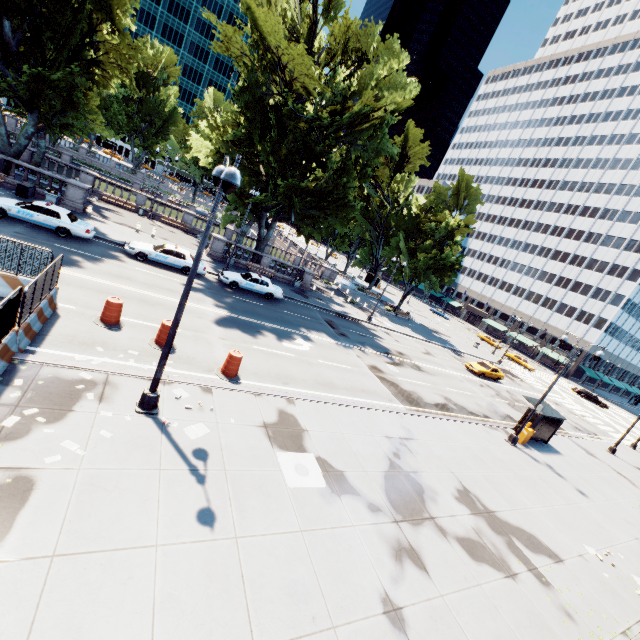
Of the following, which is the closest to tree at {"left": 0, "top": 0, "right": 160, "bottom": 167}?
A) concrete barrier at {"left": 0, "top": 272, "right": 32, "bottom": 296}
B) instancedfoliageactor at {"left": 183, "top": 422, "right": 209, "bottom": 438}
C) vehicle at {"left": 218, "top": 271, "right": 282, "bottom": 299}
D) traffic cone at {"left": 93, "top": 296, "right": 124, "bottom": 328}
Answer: vehicle at {"left": 218, "top": 271, "right": 282, "bottom": 299}

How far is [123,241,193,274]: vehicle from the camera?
21.4 meters

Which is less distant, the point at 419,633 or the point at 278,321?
the point at 419,633

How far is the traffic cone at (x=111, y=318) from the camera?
12.8 meters

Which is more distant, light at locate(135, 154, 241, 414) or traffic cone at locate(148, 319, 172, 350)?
traffic cone at locate(148, 319, 172, 350)

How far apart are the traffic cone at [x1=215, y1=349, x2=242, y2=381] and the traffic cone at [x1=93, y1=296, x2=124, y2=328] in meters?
4.2

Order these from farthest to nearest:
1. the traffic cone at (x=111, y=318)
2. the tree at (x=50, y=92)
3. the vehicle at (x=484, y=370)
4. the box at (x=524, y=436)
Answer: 1. the vehicle at (x=484, y=370)
2. the box at (x=524, y=436)
3. the tree at (x=50, y=92)
4. the traffic cone at (x=111, y=318)

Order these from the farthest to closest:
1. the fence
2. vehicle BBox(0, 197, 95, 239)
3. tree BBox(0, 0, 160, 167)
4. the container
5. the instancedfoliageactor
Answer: the container < tree BBox(0, 0, 160, 167) < vehicle BBox(0, 197, 95, 239) < the instancedfoliageactor < the fence
